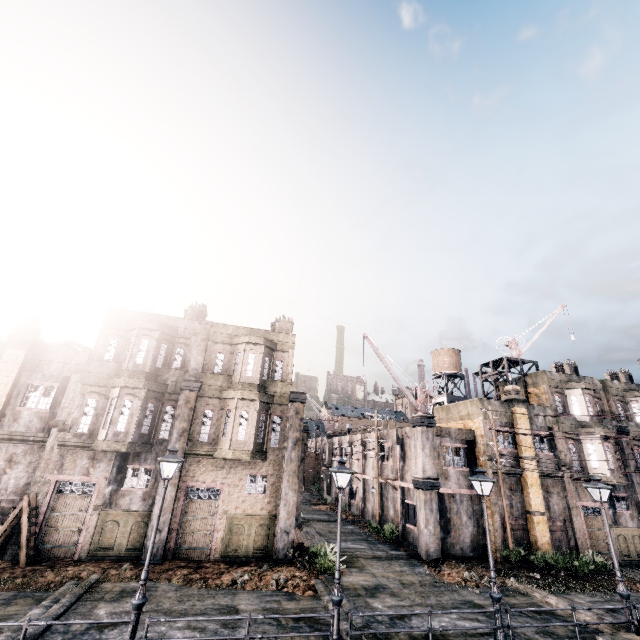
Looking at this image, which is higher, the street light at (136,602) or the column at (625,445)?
the column at (625,445)

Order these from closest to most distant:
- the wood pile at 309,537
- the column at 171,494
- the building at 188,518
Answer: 1. the column at 171,494
2. the building at 188,518
3. the wood pile at 309,537

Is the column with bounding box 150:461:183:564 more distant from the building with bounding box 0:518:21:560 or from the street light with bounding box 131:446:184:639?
the street light with bounding box 131:446:184:639

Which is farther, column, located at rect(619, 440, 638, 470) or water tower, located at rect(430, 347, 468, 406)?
water tower, located at rect(430, 347, 468, 406)

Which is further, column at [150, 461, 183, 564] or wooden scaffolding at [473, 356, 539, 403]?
wooden scaffolding at [473, 356, 539, 403]

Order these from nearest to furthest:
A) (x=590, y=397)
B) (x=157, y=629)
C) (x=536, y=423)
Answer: (x=157, y=629) < (x=536, y=423) < (x=590, y=397)

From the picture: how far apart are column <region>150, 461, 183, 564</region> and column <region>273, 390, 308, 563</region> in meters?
5.5
